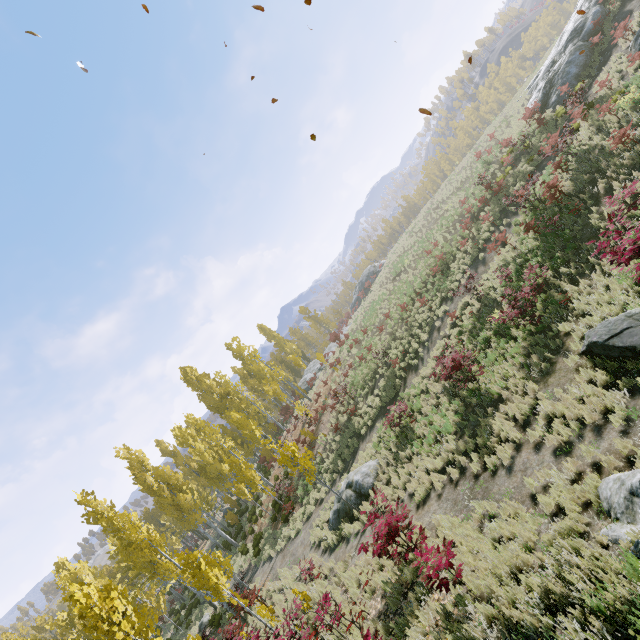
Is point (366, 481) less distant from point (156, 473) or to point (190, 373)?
point (156, 473)

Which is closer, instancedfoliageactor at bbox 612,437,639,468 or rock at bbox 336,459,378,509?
instancedfoliageactor at bbox 612,437,639,468

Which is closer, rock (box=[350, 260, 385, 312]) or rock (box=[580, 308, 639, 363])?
rock (box=[580, 308, 639, 363])

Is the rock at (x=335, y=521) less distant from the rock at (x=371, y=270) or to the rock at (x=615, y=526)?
the rock at (x=615, y=526)

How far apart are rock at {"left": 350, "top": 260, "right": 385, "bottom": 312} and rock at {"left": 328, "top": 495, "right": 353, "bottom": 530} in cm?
3793

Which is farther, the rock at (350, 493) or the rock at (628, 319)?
the rock at (350, 493)

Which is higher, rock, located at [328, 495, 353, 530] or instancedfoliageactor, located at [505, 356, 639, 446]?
rock, located at [328, 495, 353, 530]

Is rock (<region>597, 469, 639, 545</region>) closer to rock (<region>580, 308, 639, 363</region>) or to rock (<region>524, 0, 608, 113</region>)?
rock (<region>580, 308, 639, 363</region>)
